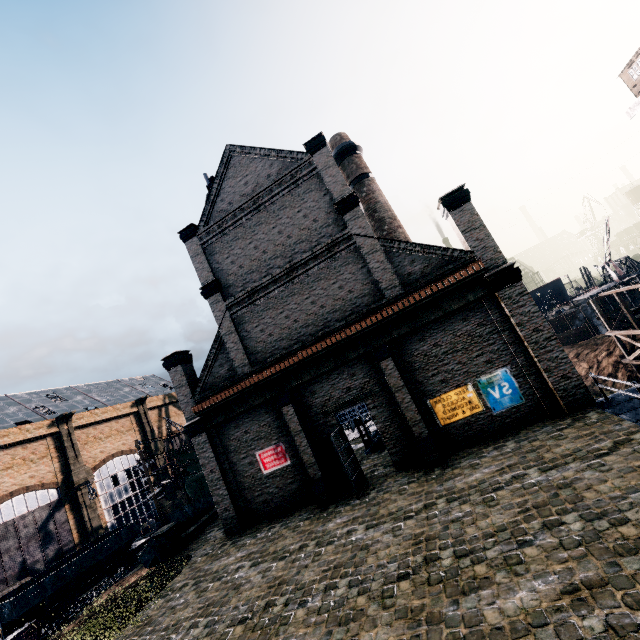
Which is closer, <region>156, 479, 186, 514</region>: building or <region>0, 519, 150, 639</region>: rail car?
<region>0, 519, 150, 639</region>: rail car

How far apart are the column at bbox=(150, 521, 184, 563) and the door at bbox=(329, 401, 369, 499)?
12.62m

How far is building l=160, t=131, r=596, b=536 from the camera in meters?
15.1 m

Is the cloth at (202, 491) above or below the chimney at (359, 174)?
below

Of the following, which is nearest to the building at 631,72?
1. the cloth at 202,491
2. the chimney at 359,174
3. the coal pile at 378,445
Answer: the chimney at 359,174

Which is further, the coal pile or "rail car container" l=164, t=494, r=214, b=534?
"rail car container" l=164, t=494, r=214, b=534

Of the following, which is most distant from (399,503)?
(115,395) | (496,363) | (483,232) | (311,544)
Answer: (115,395)

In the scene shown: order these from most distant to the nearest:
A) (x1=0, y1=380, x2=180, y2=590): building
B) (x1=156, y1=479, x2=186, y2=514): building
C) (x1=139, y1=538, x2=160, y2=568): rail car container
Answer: (x1=156, y1=479, x2=186, y2=514): building, (x1=0, y1=380, x2=180, y2=590): building, (x1=139, y1=538, x2=160, y2=568): rail car container
